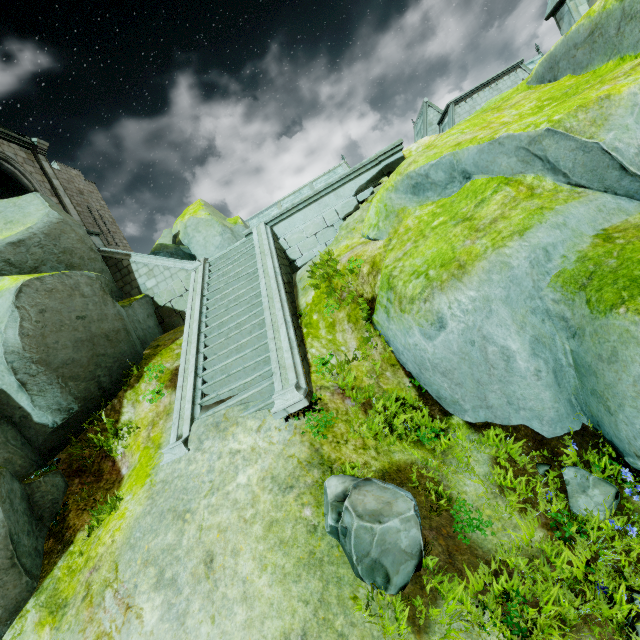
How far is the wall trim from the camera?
10.6m

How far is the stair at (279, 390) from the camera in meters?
6.6 m

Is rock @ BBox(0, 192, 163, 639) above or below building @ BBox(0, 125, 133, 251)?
below

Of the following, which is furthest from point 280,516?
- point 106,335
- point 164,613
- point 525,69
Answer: point 525,69

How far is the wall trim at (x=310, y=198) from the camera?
10.62m

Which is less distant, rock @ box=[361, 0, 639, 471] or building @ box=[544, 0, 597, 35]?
rock @ box=[361, 0, 639, 471]

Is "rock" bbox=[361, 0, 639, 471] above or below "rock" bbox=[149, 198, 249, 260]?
below

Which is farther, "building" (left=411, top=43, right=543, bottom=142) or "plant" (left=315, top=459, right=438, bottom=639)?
"building" (left=411, top=43, right=543, bottom=142)
